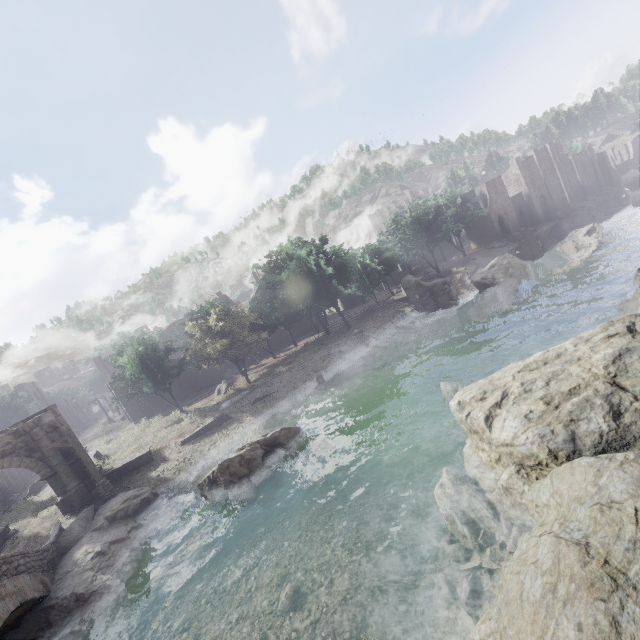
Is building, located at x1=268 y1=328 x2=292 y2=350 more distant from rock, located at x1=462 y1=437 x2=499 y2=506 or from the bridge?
the bridge

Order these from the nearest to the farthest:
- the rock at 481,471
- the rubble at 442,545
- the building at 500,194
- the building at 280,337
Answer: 1. the rubble at 442,545
2. the rock at 481,471
3. the building at 280,337
4. the building at 500,194

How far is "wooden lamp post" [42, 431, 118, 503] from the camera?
19.0 meters

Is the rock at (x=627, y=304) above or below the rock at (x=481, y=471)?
below

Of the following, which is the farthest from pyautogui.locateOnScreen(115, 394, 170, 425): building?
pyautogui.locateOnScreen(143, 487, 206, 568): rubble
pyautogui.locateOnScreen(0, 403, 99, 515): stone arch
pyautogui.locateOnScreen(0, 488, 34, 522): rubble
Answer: pyautogui.locateOnScreen(143, 487, 206, 568): rubble

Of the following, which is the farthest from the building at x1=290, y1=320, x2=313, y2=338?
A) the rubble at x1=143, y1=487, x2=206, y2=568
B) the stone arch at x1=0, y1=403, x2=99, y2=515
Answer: the rubble at x1=143, y1=487, x2=206, y2=568

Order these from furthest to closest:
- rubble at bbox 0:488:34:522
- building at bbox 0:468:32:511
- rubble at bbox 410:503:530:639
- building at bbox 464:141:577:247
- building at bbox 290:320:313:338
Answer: building at bbox 464:141:577:247
building at bbox 290:320:313:338
building at bbox 0:468:32:511
rubble at bbox 0:488:34:522
rubble at bbox 410:503:530:639

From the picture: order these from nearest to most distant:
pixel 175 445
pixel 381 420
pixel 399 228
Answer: pixel 381 420 → pixel 175 445 → pixel 399 228
